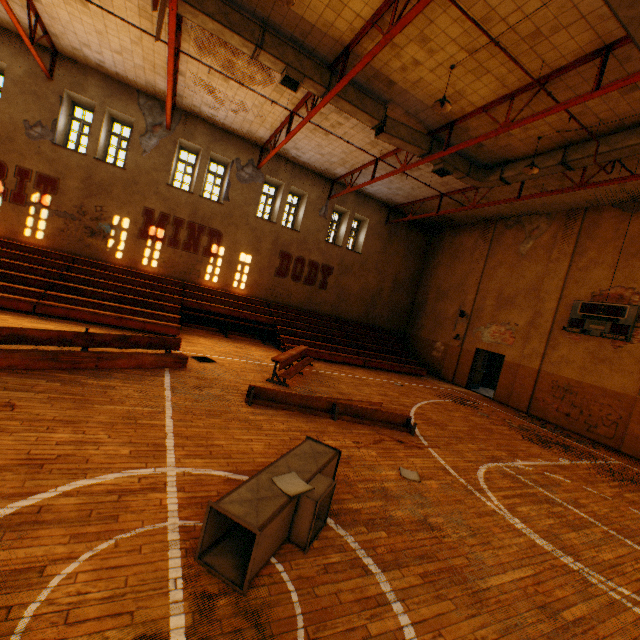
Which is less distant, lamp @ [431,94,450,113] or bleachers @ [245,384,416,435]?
bleachers @ [245,384,416,435]

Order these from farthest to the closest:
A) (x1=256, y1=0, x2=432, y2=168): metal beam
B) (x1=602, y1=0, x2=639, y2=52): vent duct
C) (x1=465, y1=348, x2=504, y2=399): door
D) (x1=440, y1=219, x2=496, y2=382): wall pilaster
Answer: (x1=440, y1=219, x2=496, y2=382): wall pilaster
(x1=465, y1=348, x2=504, y2=399): door
(x1=256, y1=0, x2=432, y2=168): metal beam
(x1=602, y1=0, x2=639, y2=52): vent duct

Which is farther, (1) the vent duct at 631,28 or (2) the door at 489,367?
(2) the door at 489,367

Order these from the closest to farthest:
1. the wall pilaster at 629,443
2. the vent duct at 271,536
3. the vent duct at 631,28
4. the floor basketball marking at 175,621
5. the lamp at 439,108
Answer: the floor basketball marking at 175,621 → the vent duct at 271,536 → the vent duct at 631,28 → the lamp at 439,108 → the wall pilaster at 629,443

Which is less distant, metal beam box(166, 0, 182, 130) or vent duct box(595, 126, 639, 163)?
metal beam box(166, 0, 182, 130)

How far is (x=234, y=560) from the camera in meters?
2.8

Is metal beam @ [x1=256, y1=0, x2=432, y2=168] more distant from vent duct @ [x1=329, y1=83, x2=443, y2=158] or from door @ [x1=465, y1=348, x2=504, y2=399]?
door @ [x1=465, y1=348, x2=504, y2=399]

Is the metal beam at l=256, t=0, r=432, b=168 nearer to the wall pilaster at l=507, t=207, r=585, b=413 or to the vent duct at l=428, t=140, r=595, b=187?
the vent duct at l=428, t=140, r=595, b=187
